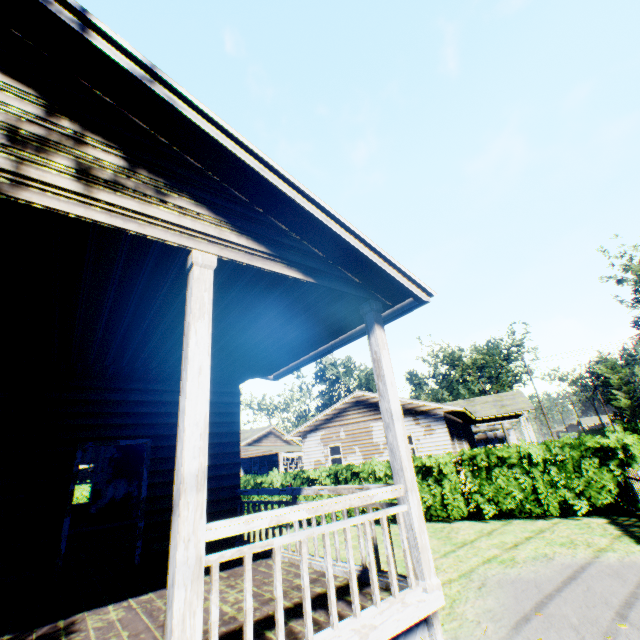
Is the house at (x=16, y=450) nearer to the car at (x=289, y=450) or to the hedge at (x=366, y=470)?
the hedge at (x=366, y=470)

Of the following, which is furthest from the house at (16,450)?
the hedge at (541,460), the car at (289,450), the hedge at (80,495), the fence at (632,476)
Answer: the car at (289,450)

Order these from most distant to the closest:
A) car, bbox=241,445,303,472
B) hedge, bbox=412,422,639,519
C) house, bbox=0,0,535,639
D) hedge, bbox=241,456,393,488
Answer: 1. car, bbox=241,445,303,472
2. hedge, bbox=241,456,393,488
3. hedge, bbox=412,422,639,519
4. house, bbox=0,0,535,639

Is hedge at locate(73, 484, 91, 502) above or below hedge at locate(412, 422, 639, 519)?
above

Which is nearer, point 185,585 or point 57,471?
point 185,585

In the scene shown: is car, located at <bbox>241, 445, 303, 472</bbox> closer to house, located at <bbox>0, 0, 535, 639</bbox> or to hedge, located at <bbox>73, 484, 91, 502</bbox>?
hedge, located at <bbox>73, 484, 91, 502</bbox>

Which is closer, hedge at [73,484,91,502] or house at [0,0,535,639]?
house at [0,0,535,639]

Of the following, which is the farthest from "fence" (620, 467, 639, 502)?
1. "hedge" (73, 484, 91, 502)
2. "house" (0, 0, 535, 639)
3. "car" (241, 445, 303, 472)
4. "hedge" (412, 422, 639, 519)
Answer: "car" (241, 445, 303, 472)
